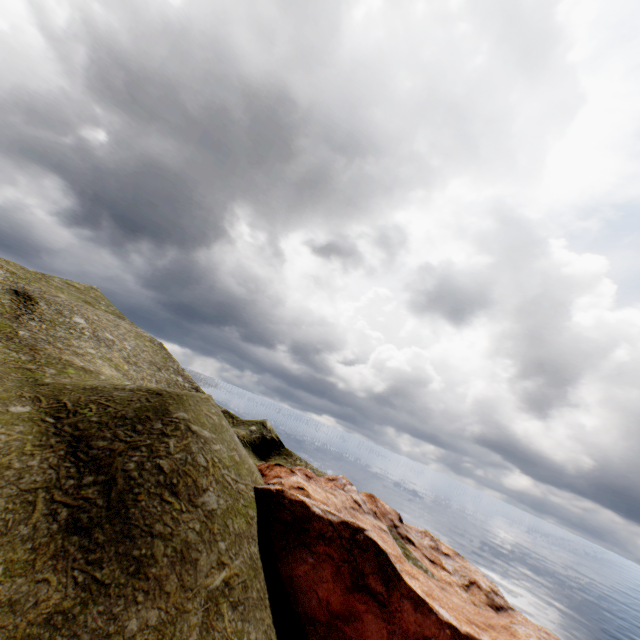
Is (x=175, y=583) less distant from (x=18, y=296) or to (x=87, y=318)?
(x=87, y=318)
